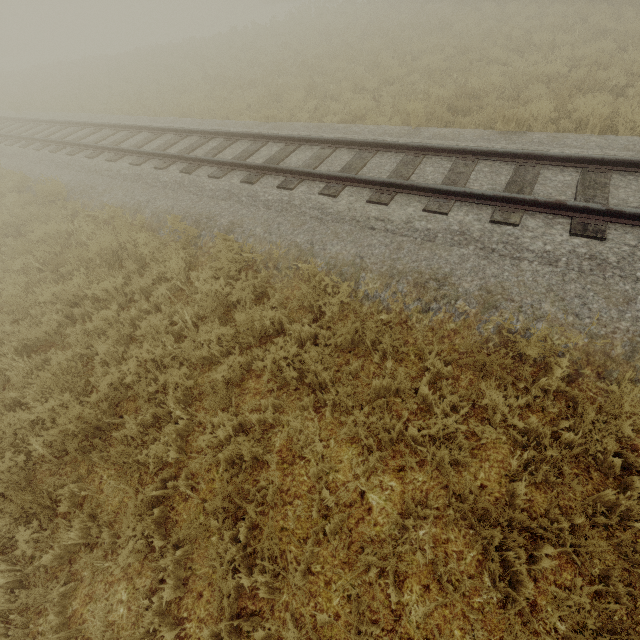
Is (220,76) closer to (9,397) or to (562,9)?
(562,9)
